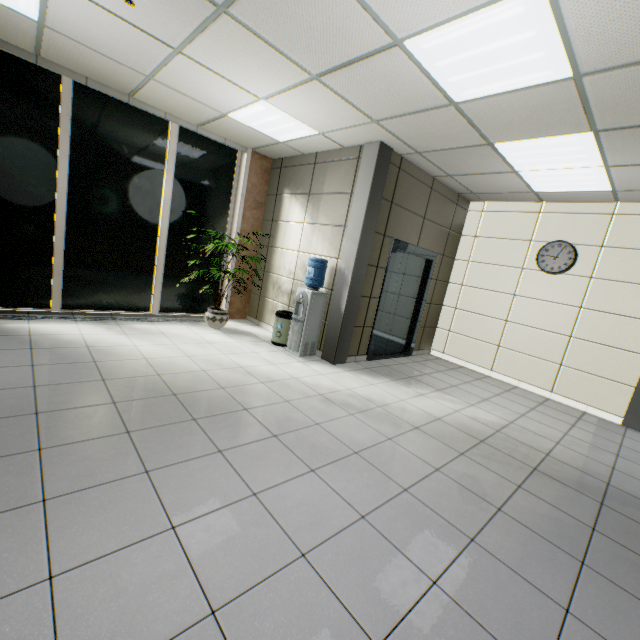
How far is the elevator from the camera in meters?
5.3

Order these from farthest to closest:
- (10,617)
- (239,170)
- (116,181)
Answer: (239,170) → (116,181) → (10,617)

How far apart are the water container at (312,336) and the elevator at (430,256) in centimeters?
92cm

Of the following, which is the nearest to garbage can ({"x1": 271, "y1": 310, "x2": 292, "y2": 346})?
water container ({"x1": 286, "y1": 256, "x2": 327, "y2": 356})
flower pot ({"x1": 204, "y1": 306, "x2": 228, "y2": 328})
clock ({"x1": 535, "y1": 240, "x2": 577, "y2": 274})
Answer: water container ({"x1": 286, "y1": 256, "x2": 327, "y2": 356})

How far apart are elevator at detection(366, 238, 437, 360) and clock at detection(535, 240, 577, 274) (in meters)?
1.64

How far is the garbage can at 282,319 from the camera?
5.3 meters

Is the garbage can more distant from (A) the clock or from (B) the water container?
(A) the clock

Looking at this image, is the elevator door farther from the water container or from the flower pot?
the flower pot
